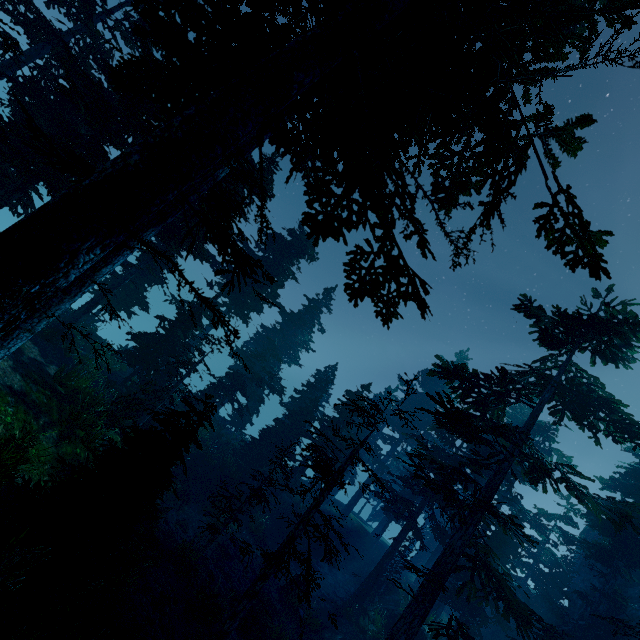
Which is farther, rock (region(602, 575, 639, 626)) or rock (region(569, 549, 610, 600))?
rock (region(569, 549, 610, 600))

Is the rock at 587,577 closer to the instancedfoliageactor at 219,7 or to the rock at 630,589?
the rock at 630,589

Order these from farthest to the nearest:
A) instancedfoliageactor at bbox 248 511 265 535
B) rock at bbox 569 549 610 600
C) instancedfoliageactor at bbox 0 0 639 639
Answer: rock at bbox 569 549 610 600 < instancedfoliageactor at bbox 248 511 265 535 < instancedfoliageactor at bbox 0 0 639 639

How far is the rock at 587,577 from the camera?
27.38m

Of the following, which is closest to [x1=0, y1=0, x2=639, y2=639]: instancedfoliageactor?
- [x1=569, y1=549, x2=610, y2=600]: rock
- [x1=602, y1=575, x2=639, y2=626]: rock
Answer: [x1=602, y1=575, x2=639, y2=626]: rock

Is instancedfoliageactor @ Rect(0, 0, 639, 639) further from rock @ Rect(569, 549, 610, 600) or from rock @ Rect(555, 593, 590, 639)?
rock @ Rect(569, 549, 610, 600)

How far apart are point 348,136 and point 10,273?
5.1 meters
